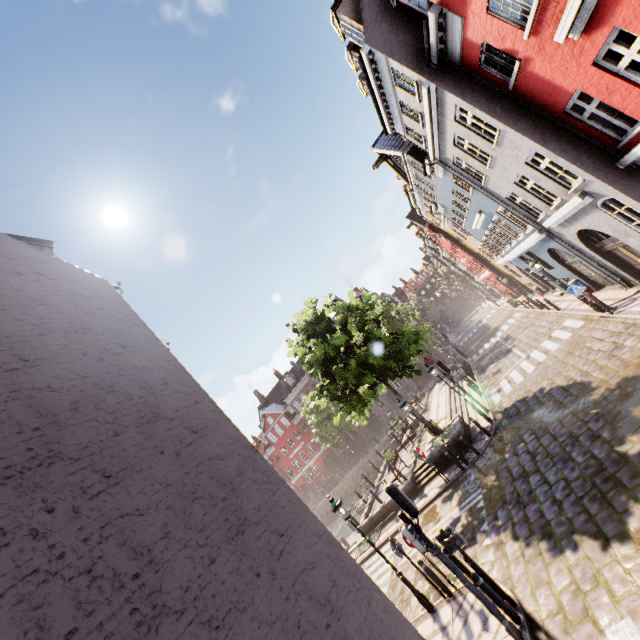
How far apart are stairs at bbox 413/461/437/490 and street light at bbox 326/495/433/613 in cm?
756

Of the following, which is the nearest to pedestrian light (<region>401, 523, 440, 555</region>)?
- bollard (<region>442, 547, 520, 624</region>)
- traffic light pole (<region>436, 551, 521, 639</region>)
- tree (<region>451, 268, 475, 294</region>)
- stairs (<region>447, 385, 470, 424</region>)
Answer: traffic light pole (<region>436, 551, 521, 639</region>)

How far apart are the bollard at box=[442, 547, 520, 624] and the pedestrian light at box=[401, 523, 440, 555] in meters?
1.2 m

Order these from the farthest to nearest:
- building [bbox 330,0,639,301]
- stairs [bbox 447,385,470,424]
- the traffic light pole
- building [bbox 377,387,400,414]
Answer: building [bbox 377,387,400,414]
stairs [bbox 447,385,470,424]
building [bbox 330,0,639,301]
the traffic light pole

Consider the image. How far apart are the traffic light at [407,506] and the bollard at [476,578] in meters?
1.6 m

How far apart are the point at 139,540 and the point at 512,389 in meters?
17.2 m

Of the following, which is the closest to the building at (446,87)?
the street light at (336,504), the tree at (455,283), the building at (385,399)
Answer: the tree at (455,283)

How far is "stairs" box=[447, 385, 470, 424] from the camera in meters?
18.9 m
